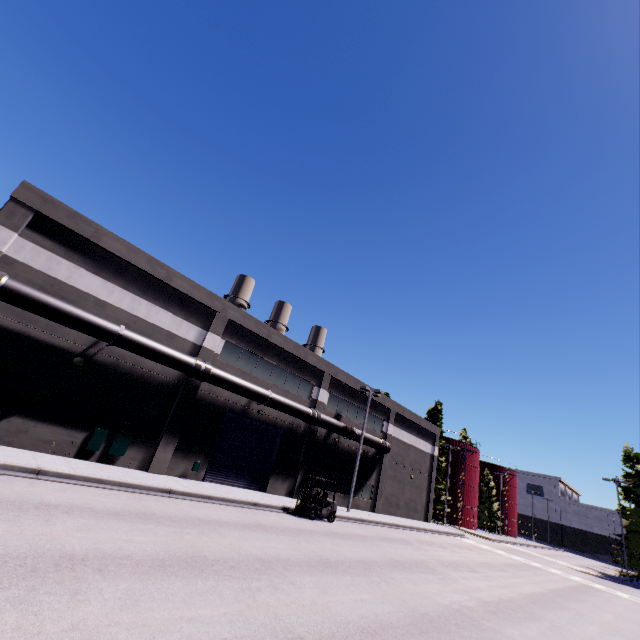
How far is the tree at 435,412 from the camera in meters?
48.1 m

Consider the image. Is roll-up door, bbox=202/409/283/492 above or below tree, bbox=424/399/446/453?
below

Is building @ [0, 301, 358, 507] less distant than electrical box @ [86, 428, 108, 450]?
Yes

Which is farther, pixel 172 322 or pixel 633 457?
pixel 633 457

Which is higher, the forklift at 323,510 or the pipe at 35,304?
the pipe at 35,304

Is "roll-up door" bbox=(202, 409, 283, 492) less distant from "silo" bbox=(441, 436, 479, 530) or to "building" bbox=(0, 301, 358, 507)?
"building" bbox=(0, 301, 358, 507)

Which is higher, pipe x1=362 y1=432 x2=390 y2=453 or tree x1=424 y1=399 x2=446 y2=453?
tree x1=424 y1=399 x2=446 y2=453

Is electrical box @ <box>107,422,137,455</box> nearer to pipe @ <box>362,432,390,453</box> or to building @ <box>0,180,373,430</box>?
building @ <box>0,180,373,430</box>
